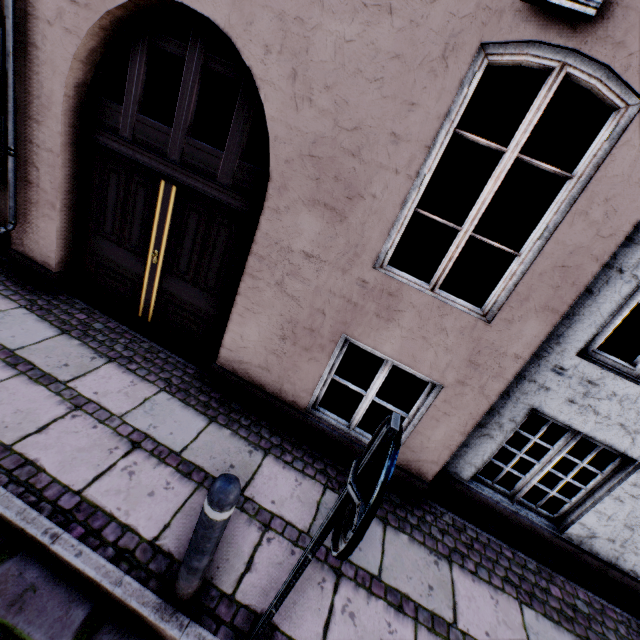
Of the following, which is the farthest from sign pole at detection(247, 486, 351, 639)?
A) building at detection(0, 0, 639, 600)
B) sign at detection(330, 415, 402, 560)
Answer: building at detection(0, 0, 639, 600)

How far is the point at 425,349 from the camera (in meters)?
3.02

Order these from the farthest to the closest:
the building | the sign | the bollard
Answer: the building < the bollard < the sign

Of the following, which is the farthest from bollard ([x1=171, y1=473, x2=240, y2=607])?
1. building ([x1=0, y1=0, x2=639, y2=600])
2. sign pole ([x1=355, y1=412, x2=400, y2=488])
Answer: building ([x1=0, y1=0, x2=639, y2=600])

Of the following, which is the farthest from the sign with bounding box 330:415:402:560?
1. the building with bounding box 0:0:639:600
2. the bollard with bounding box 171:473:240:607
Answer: the building with bounding box 0:0:639:600

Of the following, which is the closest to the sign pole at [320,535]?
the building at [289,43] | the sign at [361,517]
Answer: the sign at [361,517]

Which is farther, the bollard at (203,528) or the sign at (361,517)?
the bollard at (203,528)

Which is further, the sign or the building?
the building
